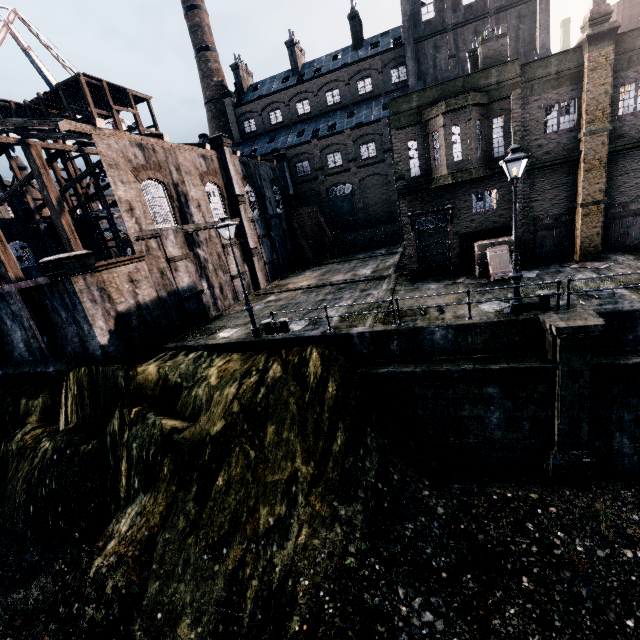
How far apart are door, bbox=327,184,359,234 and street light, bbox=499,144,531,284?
34.0 meters

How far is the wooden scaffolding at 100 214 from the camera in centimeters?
3512cm

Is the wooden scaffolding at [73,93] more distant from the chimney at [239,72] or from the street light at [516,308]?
the street light at [516,308]

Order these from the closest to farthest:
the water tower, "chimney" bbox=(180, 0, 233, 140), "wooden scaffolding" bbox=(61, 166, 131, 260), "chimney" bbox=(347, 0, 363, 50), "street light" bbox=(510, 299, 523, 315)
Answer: "street light" bbox=(510, 299, 523, 315)
the water tower
"wooden scaffolding" bbox=(61, 166, 131, 260)
"chimney" bbox=(347, 0, 363, 50)
"chimney" bbox=(180, 0, 233, 140)

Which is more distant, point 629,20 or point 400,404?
point 629,20

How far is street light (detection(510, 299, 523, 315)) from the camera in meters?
12.0 m

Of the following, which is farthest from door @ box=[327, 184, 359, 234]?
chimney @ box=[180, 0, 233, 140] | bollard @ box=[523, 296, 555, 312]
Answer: bollard @ box=[523, 296, 555, 312]

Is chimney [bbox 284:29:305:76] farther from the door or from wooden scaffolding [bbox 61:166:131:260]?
wooden scaffolding [bbox 61:166:131:260]
